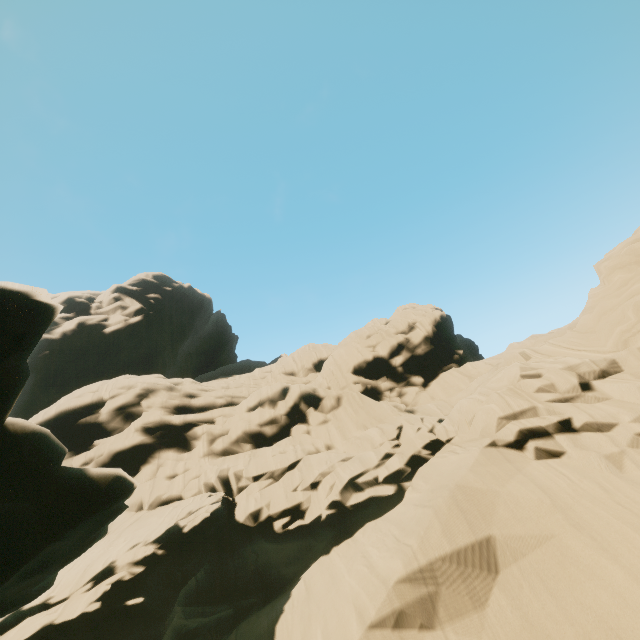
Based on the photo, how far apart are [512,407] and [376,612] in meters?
9.8
